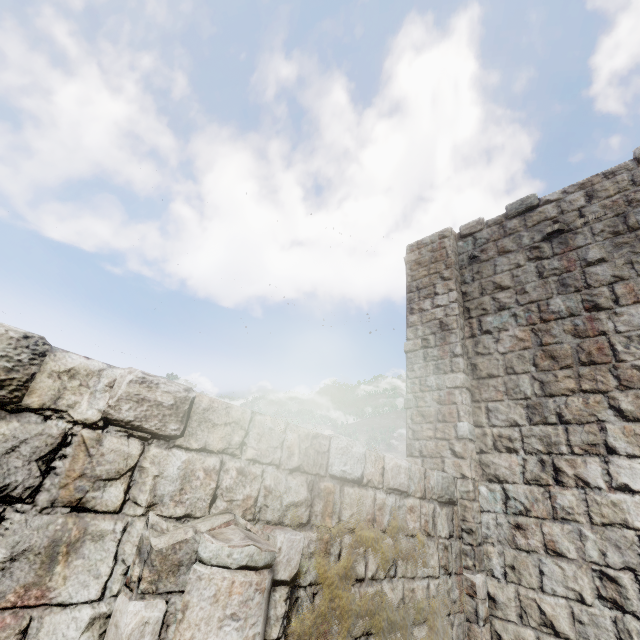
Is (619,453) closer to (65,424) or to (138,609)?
(138,609)
